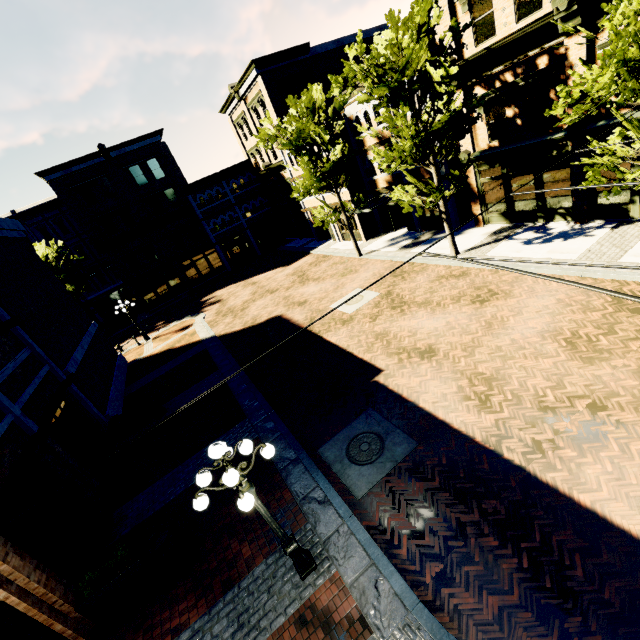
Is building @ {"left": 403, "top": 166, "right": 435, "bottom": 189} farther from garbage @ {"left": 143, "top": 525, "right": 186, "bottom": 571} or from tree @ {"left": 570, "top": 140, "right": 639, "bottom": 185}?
garbage @ {"left": 143, "top": 525, "right": 186, "bottom": 571}

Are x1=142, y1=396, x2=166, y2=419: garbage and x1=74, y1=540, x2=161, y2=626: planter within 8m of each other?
yes

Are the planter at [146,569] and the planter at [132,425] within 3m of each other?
no

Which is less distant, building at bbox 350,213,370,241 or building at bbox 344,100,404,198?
building at bbox 344,100,404,198

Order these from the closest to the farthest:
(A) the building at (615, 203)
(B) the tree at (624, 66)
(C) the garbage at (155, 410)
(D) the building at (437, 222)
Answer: (B) the tree at (624, 66)
(A) the building at (615, 203)
(C) the garbage at (155, 410)
(D) the building at (437, 222)

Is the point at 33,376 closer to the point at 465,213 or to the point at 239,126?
the point at 465,213

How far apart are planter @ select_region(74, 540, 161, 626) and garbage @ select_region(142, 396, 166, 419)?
6.82m

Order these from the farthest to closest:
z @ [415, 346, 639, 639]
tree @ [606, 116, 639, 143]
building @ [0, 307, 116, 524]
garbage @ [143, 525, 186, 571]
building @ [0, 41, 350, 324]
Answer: Result: building @ [0, 41, 350, 324], tree @ [606, 116, 639, 143], building @ [0, 307, 116, 524], garbage @ [143, 525, 186, 571], z @ [415, 346, 639, 639]
